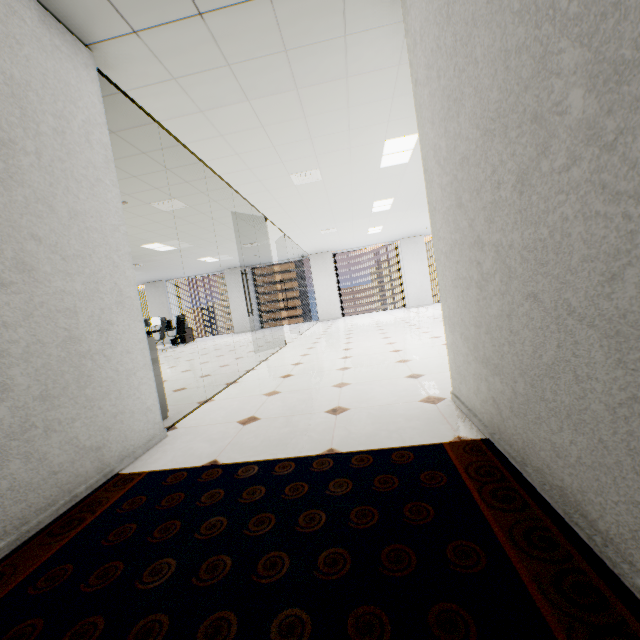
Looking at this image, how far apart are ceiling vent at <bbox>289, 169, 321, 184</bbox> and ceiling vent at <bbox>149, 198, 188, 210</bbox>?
2.0m

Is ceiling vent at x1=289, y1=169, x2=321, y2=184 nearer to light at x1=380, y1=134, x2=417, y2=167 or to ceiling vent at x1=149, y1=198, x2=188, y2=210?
Result: light at x1=380, y1=134, x2=417, y2=167

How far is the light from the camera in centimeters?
459cm

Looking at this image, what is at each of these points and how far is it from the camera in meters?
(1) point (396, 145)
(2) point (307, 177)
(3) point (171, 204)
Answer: (1) light, 4.7
(2) ceiling vent, 5.4
(3) ceiling vent, 5.7

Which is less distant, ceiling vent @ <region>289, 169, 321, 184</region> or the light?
the light

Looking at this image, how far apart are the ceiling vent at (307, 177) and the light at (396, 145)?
1.1m

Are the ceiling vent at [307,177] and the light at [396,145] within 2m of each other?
yes
